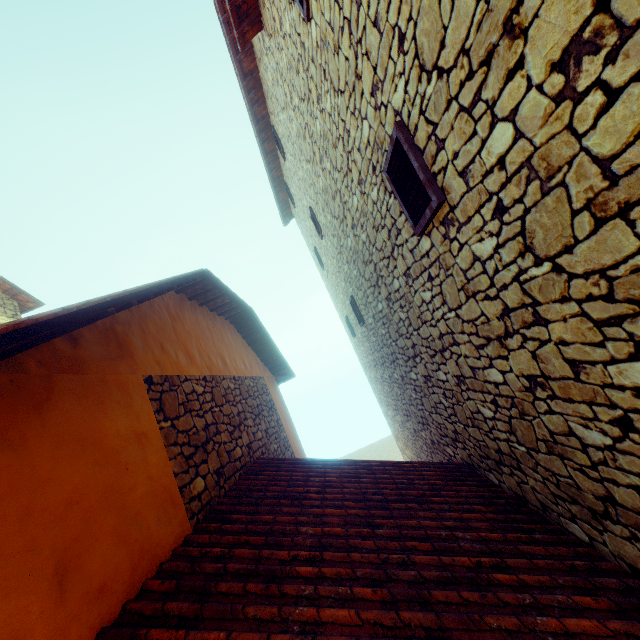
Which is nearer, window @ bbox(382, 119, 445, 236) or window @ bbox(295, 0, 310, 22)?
window @ bbox(382, 119, 445, 236)

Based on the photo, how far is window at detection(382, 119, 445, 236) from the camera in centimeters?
229cm

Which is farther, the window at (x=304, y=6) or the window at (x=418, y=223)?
the window at (x=304, y=6)

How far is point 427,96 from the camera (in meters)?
1.98

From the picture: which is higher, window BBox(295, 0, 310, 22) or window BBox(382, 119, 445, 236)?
window BBox(295, 0, 310, 22)

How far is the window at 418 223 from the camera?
2.3 meters
